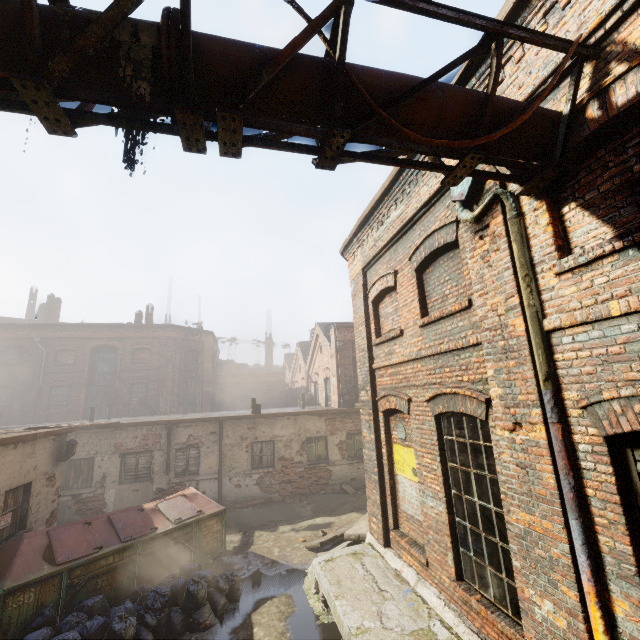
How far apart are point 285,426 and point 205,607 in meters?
8.4 m

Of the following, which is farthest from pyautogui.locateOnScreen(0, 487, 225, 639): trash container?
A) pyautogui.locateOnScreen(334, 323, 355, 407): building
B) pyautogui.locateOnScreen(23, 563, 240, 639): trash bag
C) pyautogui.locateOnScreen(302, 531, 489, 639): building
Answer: pyautogui.locateOnScreen(334, 323, 355, 407): building

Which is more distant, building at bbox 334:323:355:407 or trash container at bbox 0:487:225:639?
building at bbox 334:323:355:407

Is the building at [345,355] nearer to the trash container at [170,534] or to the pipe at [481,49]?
the trash container at [170,534]

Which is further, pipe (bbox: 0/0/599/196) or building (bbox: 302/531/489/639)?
building (bbox: 302/531/489/639)

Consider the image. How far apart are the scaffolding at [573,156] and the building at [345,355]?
15.31m

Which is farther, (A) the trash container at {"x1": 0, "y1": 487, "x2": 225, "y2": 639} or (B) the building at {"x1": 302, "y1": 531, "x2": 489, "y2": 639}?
(A) the trash container at {"x1": 0, "y1": 487, "x2": 225, "y2": 639}

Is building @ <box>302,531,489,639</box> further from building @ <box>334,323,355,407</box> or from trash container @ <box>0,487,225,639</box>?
building @ <box>334,323,355,407</box>
